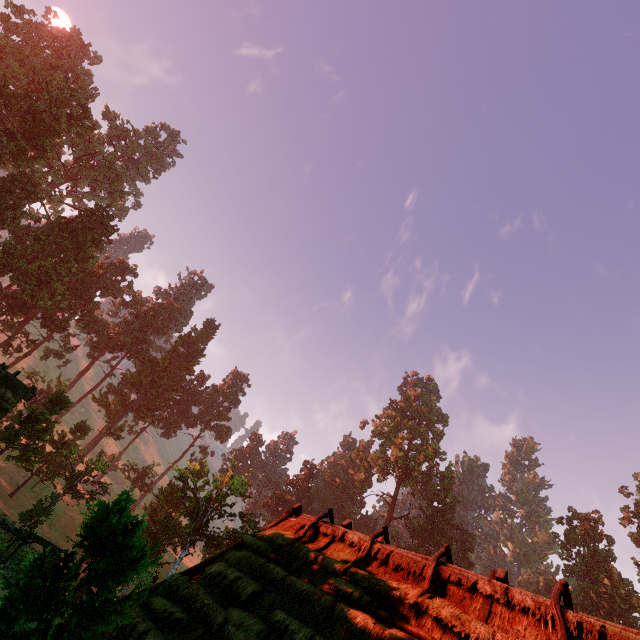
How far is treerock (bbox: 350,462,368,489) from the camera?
56.65m

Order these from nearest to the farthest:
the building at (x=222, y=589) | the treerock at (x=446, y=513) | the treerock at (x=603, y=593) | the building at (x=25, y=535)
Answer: the building at (x=222, y=589) → the building at (x=25, y=535) → the treerock at (x=603, y=593) → the treerock at (x=446, y=513)

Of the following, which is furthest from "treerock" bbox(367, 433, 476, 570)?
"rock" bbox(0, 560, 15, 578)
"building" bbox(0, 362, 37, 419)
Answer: "rock" bbox(0, 560, 15, 578)

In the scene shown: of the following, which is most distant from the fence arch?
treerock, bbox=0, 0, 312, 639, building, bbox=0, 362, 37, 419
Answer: treerock, bbox=0, 0, 312, 639

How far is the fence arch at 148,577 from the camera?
22.1 meters

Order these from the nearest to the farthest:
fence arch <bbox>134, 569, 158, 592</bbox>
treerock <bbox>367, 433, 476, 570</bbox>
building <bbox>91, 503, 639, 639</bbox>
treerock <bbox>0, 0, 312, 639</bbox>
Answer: treerock <bbox>0, 0, 312, 639</bbox>
building <bbox>91, 503, 639, 639</bbox>
fence arch <bbox>134, 569, 158, 592</bbox>
treerock <bbox>367, 433, 476, 570</bbox>

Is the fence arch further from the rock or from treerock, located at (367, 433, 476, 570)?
the rock

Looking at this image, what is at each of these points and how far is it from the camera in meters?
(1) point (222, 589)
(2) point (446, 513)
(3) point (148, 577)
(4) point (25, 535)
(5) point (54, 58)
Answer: (1) building, 7.2
(2) treerock, 53.2
(3) fence arch, 22.4
(4) building, 18.4
(5) treerock, 53.1
